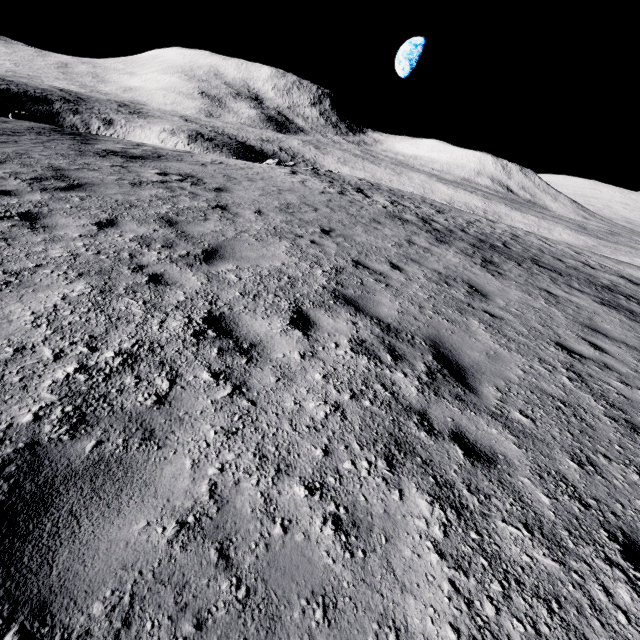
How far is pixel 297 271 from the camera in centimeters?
566cm
